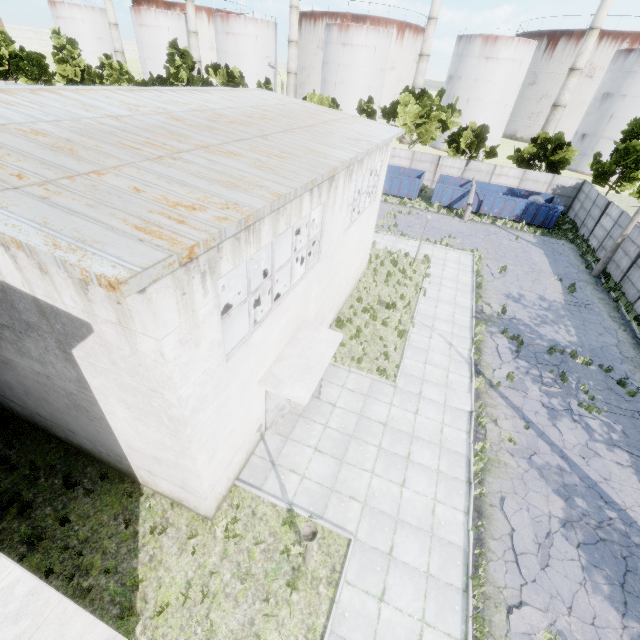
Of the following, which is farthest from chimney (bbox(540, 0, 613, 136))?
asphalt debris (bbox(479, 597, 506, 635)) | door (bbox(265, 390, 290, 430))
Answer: asphalt debris (bbox(479, 597, 506, 635))

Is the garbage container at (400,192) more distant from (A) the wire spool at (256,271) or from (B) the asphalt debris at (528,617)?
(B) the asphalt debris at (528,617)

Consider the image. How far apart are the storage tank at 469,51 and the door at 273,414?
66.5 meters

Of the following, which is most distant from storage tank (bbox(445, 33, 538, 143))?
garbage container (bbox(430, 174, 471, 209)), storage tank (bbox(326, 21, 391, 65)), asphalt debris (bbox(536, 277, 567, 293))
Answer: asphalt debris (bbox(536, 277, 567, 293))

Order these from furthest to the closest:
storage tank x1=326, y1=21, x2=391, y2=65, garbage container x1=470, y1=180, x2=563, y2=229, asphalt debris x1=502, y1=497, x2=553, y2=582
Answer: storage tank x1=326, y1=21, x2=391, y2=65, garbage container x1=470, y1=180, x2=563, y2=229, asphalt debris x1=502, y1=497, x2=553, y2=582

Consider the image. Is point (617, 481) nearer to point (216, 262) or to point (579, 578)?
point (579, 578)

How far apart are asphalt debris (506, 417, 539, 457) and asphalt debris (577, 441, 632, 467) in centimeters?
141cm

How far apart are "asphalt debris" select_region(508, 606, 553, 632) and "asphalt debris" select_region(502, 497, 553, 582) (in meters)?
0.57
